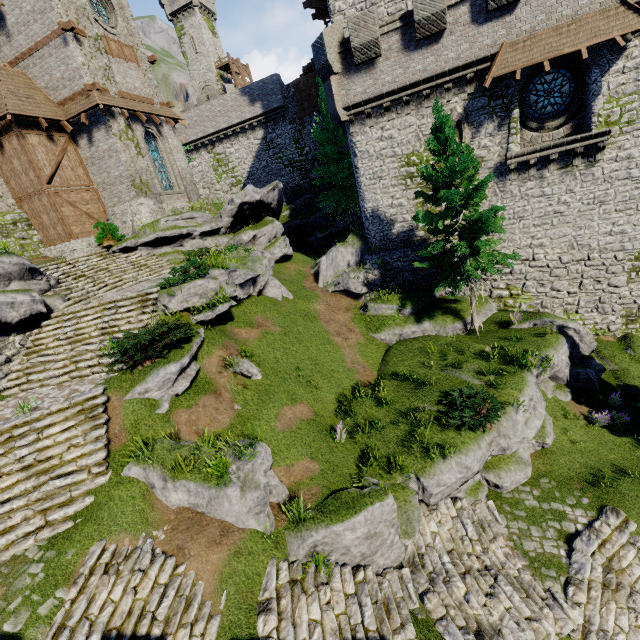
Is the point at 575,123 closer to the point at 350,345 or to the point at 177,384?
the point at 350,345

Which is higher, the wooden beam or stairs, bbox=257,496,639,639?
the wooden beam

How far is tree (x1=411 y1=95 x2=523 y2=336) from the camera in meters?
13.7 m

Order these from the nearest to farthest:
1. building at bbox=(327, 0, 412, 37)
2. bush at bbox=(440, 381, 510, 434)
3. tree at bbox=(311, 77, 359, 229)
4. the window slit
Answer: bush at bbox=(440, 381, 510, 434)
the window slit
building at bbox=(327, 0, 412, 37)
tree at bbox=(311, 77, 359, 229)

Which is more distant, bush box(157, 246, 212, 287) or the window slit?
the window slit

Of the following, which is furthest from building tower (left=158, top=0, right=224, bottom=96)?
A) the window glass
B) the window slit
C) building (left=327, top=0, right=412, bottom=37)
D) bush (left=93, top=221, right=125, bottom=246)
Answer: the window glass

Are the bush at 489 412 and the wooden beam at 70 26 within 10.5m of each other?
no

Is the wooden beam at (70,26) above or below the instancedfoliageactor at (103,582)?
above
